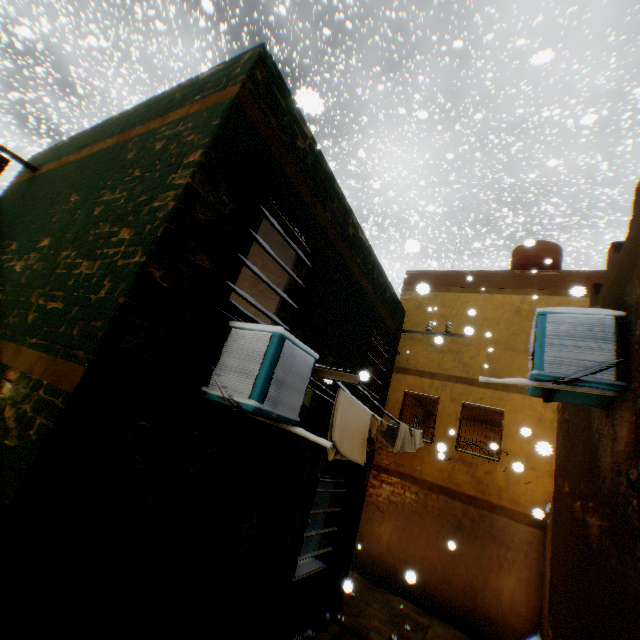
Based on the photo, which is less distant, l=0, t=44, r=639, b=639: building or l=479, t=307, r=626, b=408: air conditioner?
l=0, t=44, r=639, b=639: building

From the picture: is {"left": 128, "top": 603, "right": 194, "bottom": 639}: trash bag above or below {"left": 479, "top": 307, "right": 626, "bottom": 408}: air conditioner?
below

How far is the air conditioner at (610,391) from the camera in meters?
3.1 m

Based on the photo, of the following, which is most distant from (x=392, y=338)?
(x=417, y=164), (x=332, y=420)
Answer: (x=417, y=164)

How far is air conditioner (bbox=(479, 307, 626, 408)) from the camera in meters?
3.1 m

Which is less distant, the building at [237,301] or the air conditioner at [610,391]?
the building at [237,301]
